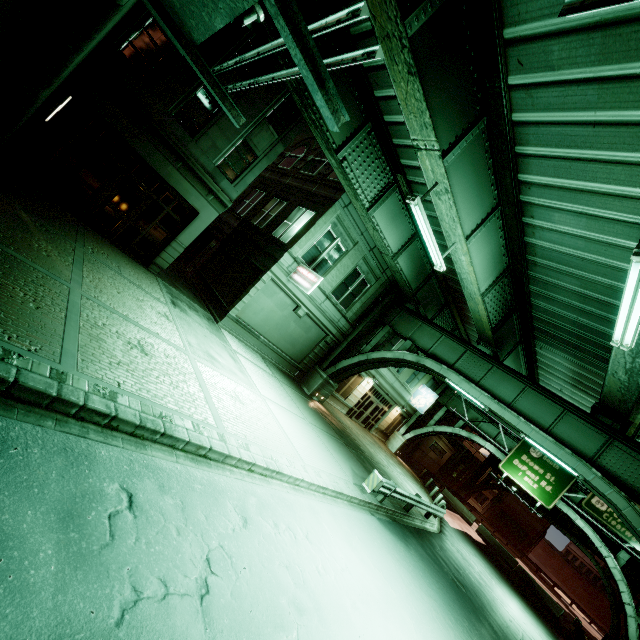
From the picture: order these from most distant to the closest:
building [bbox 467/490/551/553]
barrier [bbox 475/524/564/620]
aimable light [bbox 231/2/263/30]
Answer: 1. building [bbox 467/490/551/553]
2. barrier [bbox 475/524/564/620]
3. aimable light [bbox 231/2/263/30]

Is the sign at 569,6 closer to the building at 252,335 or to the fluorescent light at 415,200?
the fluorescent light at 415,200

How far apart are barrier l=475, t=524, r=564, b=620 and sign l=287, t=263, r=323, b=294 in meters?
33.4

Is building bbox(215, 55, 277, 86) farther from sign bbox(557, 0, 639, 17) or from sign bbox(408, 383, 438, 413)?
sign bbox(408, 383, 438, 413)

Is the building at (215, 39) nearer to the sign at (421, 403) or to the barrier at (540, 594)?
the sign at (421, 403)

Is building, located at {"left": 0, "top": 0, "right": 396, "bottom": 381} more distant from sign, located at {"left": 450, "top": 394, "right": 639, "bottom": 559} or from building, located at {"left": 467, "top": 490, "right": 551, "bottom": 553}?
building, located at {"left": 467, "top": 490, "right": 551, "bottom": 553}

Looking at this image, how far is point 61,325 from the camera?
6.03m

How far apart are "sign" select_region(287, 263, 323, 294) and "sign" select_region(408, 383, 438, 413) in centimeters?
1980cm
